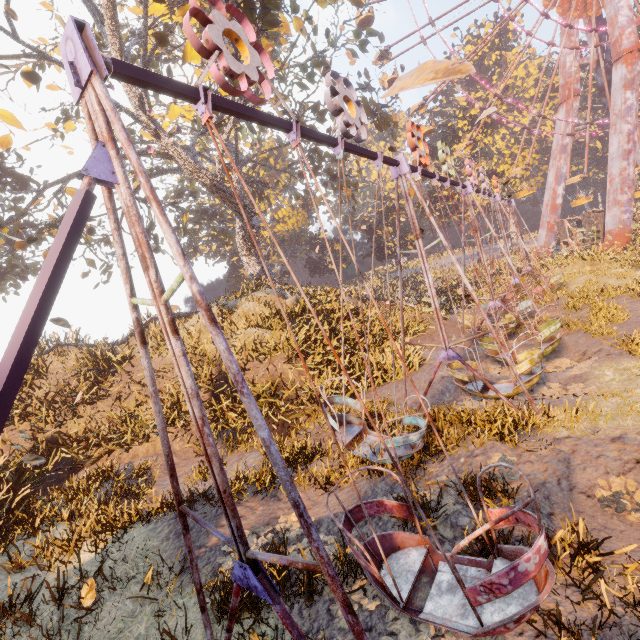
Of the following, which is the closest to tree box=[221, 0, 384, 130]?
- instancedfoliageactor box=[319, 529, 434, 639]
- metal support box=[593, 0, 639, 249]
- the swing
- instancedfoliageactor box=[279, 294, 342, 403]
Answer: instancedfoliageactor box=[279, 294, 342, 403]

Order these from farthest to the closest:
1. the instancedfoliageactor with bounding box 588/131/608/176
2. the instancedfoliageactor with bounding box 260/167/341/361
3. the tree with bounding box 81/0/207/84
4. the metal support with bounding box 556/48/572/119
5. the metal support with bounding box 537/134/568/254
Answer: the instancedfoliageactor with bounding box 588/131/608/176 → the metal support with bounding box 537/134/568/254 → the metal support with bounding box 556/48/572/119 → the instancedfoliageactor with bounding box 260/167/341/361 → the tree with bounding box 81/0/207/84

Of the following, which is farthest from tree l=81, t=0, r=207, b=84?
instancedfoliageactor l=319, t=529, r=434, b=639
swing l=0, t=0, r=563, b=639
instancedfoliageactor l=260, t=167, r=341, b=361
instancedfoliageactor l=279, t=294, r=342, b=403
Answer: instancedfoliageactor l=319, t=529, r=434, b=639

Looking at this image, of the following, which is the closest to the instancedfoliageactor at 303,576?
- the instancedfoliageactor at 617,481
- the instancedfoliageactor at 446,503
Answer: the instancedfoliageactor at 446,503

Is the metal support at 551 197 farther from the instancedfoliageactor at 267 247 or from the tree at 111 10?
the instancedfoliageactor at 267 247

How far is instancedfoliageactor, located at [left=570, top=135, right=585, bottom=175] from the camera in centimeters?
5189cm

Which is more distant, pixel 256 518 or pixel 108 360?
pixel 108 360
